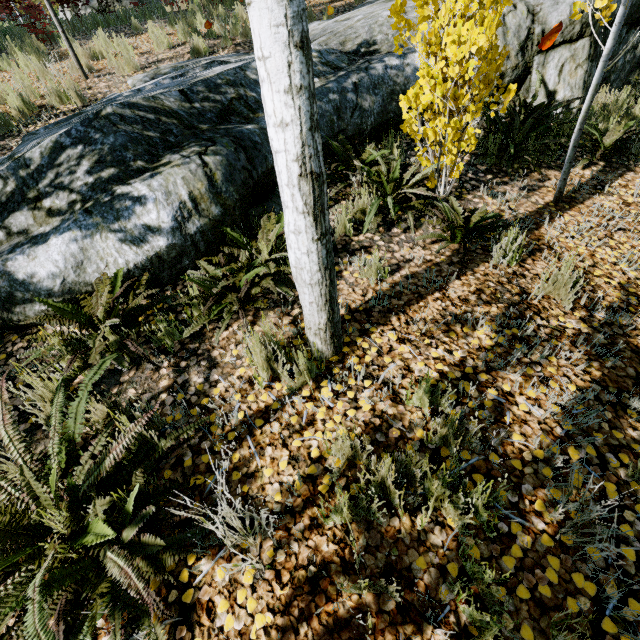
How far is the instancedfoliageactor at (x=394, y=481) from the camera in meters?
1.4

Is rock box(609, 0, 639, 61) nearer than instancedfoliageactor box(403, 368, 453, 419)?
No

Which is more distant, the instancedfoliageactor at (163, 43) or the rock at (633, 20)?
the instancedfoliageactor at (163, 43)

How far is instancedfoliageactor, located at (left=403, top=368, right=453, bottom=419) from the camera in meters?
1.8

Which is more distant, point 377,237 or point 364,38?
point 364,38

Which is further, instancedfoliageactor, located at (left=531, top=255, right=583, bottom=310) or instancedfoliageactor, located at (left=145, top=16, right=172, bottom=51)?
instancedfoliageactor, located at (left=145, top=16, right=172, bottom=51)

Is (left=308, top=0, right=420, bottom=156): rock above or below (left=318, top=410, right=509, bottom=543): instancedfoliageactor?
above
